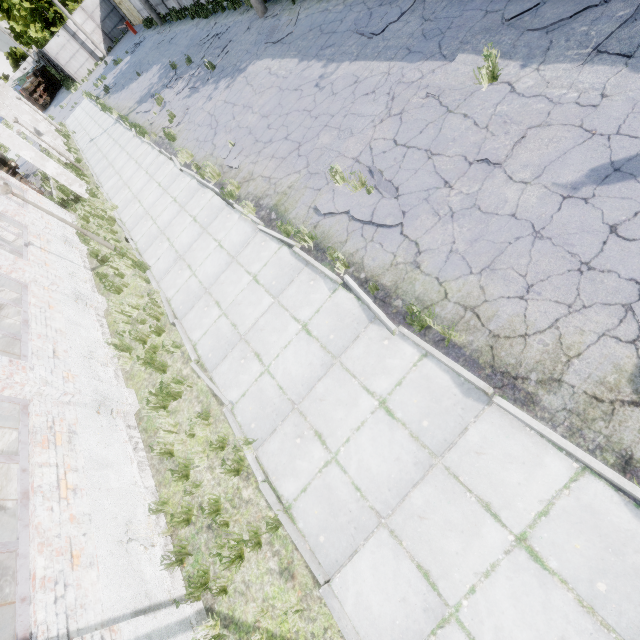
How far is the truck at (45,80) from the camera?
41.1 meters

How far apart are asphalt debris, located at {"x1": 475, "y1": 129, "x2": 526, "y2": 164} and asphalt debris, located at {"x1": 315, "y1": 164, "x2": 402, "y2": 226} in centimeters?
138cm

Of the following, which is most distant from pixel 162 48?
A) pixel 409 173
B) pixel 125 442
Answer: pixel 125 442

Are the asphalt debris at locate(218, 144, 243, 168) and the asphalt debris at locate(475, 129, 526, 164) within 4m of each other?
no

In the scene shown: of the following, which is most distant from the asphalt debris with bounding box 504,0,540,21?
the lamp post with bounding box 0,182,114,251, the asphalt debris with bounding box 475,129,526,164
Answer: the lamp post with bounding box 0,182,114,251

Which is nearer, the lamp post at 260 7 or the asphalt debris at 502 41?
the asphalt debris at 502 41

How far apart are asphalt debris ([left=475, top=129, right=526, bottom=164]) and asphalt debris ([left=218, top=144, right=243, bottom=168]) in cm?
670

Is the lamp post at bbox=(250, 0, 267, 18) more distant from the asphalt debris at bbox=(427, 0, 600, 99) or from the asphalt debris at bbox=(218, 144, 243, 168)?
the asphalt debris at bbox=(427, 0, 600, 99)
